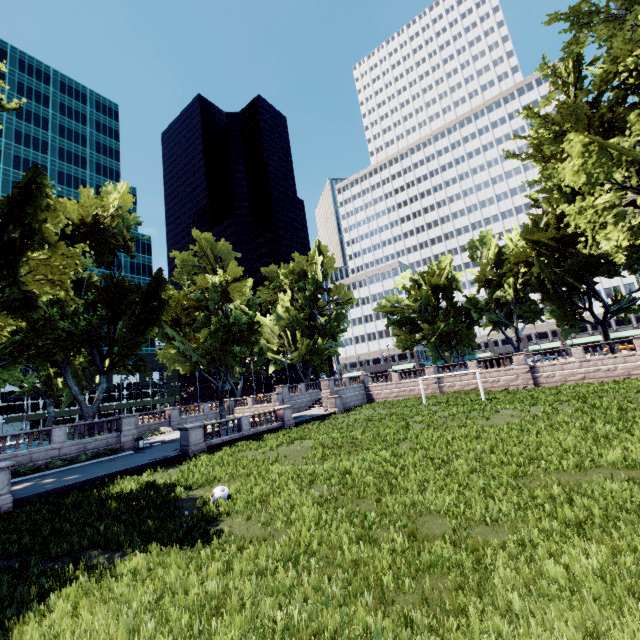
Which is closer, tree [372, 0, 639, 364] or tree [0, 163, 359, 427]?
tree [0, 163, 359, 427]

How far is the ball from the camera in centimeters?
1166cm

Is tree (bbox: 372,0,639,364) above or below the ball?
above

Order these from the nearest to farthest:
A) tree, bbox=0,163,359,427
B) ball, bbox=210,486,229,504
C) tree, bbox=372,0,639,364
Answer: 1. ball, bbox=210,486,229,504
2. tree, bbox=0,163,359,427
3. tree, bbox=372,0,639,364

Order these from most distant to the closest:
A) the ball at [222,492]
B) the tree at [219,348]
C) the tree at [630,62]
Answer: the tree at [630,62]
the tree at [219,348]
the ball at [222,492]

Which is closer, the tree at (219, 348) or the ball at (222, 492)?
the ball at (222, 492)

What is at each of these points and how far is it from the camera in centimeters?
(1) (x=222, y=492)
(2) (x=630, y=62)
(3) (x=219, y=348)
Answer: (1) ball, 1177cm
(2) tree, 1723cm
(3) tree, 3634cm
